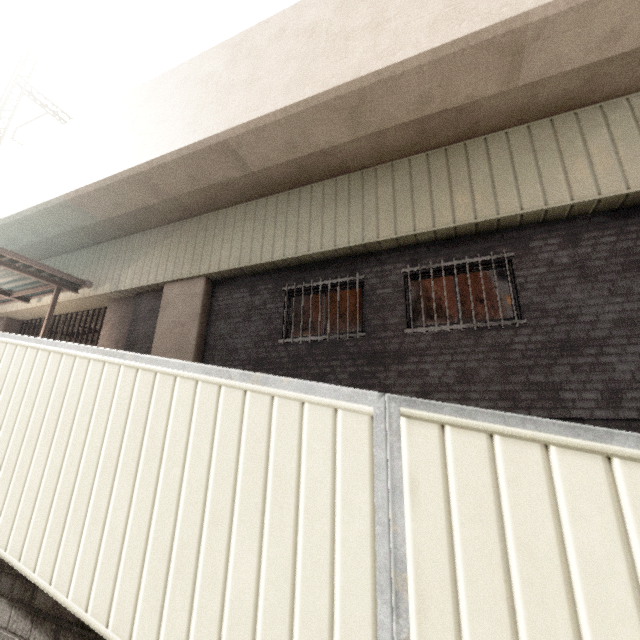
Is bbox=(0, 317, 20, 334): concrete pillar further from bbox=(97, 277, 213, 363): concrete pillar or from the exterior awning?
bbox=(97, 277, 213, 363): concrete pillar

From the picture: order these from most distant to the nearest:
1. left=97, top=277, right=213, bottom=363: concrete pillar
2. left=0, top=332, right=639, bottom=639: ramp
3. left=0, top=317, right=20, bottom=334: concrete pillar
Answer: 1. left=0, top=317, right=20, bottom=334: concrete pillar
2. left=97, top=277, right=213, bottom=363: concrete pillar
3. left=0, top=332, right=639, bottom=639: ramp

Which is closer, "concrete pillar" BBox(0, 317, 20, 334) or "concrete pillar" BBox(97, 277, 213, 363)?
"concrete pillar" BBox(97, 277, 213, 363)

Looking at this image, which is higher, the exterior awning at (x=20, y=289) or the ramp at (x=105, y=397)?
the exterior awning at (x=20, y=289)

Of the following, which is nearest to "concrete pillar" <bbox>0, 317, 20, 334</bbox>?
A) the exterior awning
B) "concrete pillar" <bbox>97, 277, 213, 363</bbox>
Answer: the exterior awning

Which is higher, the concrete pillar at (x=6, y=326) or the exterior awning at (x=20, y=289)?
the exterior awning at (x=20, y=289)

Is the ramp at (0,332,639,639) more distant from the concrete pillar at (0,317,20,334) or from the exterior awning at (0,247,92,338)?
the concrete pillar at (0,317,20,334)

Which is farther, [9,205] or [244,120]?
[9,205]
